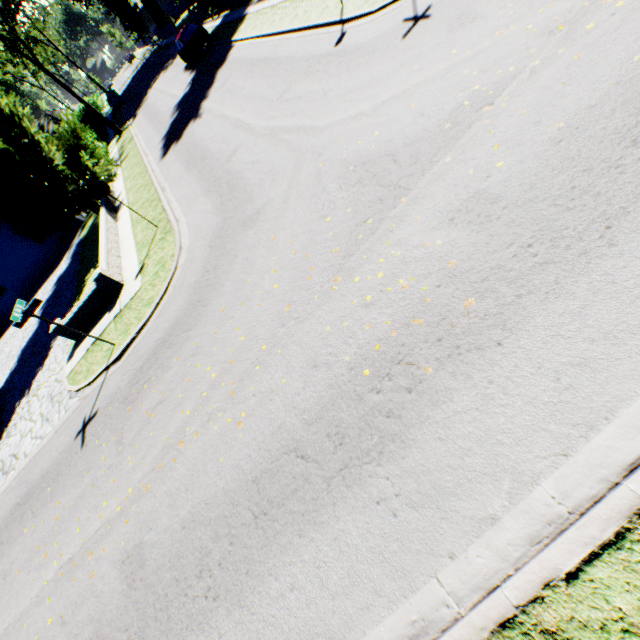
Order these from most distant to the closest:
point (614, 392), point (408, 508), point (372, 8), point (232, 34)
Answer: point (232, 34) → point (372, 8) → point (408, 508) → point (614, 392)

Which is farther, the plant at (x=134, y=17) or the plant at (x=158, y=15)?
the plant at (x=158, y=15)

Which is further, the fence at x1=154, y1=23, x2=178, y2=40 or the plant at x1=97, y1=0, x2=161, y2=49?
the fence at x1=154, y1=23, x2=178, y2=40

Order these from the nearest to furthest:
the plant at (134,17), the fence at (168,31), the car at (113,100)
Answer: the plant at (134,17) < the fence at (168,31) < the car at (113,100)

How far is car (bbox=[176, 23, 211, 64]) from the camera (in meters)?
22.92

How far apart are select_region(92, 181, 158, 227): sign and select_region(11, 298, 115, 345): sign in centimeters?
445cm

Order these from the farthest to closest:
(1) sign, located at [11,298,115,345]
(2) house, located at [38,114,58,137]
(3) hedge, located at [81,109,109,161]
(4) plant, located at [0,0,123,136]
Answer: (2) house, located at [38,114,58,137]
(3) hedge, located at [81,109,109,161]
(4) plant, located at [0,0,123,136]
(1) sign, located at [11,298,115,345]

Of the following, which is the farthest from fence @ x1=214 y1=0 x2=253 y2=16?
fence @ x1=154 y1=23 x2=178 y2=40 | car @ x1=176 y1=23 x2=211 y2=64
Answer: fence @ x1=154 y1=23 x2=178 y2=40
